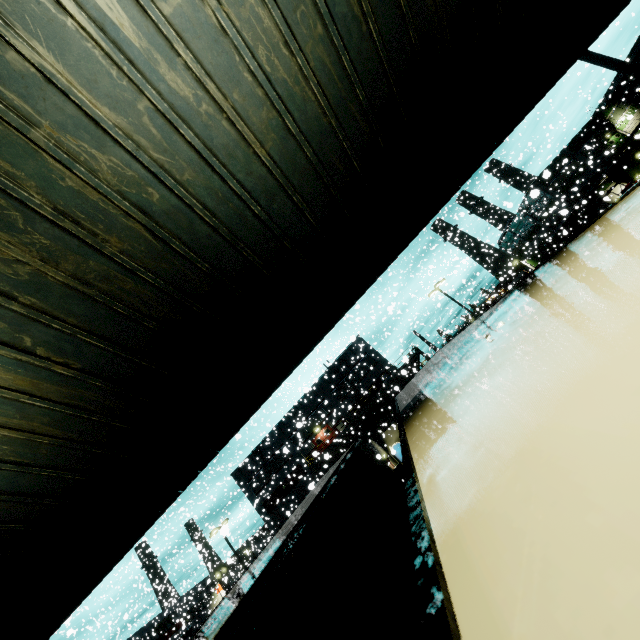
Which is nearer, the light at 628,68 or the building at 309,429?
the light at 628,68

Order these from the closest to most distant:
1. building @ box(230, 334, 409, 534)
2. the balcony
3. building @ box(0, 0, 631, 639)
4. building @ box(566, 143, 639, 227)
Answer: building @ box(0, 0, 631, 639)
the balcony
building @ box(230, 334, 409, 534)
building @ box(566, 143, 639, 227)

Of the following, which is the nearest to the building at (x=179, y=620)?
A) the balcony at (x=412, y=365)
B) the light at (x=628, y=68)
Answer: the balcony at (x=412, y=365)

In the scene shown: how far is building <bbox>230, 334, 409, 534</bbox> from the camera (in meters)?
36.94

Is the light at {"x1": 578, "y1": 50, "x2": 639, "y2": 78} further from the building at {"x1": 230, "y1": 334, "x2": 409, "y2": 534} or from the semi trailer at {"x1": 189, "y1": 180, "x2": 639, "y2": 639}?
the semi trailer at {"x1": 189, "y1": 180, "x2": 639, "y2": 639}

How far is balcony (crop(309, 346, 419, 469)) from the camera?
33.59m

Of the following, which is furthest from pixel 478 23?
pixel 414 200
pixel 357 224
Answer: pixel 357 224

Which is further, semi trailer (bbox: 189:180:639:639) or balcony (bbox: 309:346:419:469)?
balcony (bbox: 309:346:419:469)
